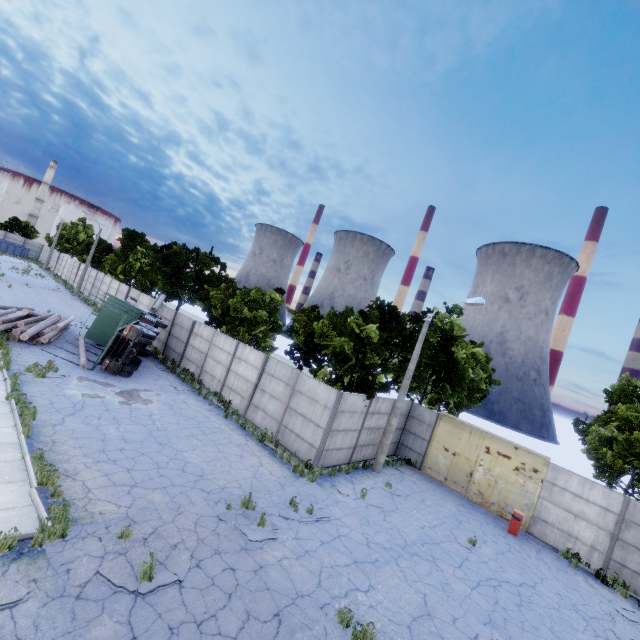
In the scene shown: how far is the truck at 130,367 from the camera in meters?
17.1

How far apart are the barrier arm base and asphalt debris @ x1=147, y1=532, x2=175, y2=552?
15.0m

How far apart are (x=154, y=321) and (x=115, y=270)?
22.4m

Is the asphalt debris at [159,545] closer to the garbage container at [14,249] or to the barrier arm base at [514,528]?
the barrier arm base at [514,528]

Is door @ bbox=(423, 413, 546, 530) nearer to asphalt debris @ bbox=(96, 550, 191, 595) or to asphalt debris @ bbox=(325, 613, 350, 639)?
asphalt debris @ bbox=(325, 613, 350, 639)

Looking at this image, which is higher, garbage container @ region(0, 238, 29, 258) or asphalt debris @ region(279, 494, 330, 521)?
garbage container @ region(0, 238, 29, 258)

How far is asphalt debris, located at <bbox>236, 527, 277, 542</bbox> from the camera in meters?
8.6 m

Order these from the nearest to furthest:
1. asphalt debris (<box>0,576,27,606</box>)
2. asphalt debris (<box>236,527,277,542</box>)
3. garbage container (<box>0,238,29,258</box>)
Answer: asphalt debris (<box>0,576,27,606</box>) → asphalt debris (<box>236,527,277,542</box>) → garbage container (<box>0,238,29,258</box>)
